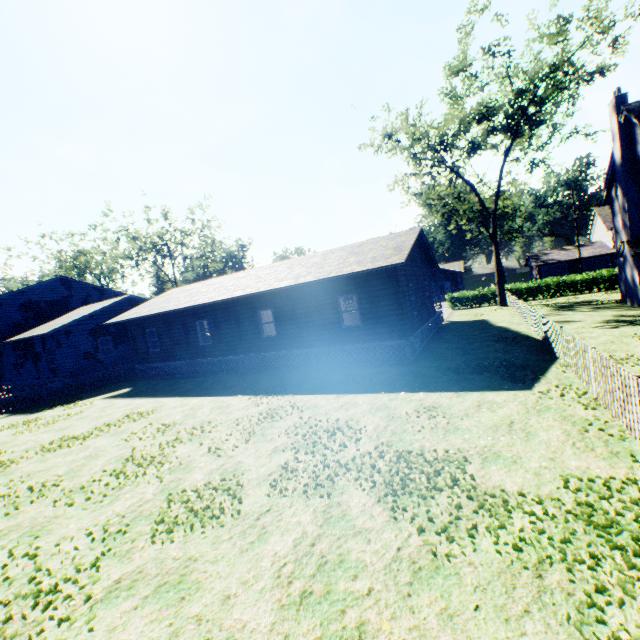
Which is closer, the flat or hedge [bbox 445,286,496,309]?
the flat

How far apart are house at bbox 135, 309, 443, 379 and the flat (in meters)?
3.22

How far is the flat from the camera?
14.81m

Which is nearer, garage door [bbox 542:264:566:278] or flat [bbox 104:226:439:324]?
flat [bbox 104:226:439:324]

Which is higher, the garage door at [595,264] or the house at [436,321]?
the garage door at [595,264]

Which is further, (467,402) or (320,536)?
(467,402)

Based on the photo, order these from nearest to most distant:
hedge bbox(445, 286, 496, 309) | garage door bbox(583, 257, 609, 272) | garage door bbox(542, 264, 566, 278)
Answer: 1. hedge bbox(445, 286, 496, 309)
2. garage door bbox(583, 257, 609, 272)
3. garage door bbox(542, 264, 566, 278)

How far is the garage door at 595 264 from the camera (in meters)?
50.28
